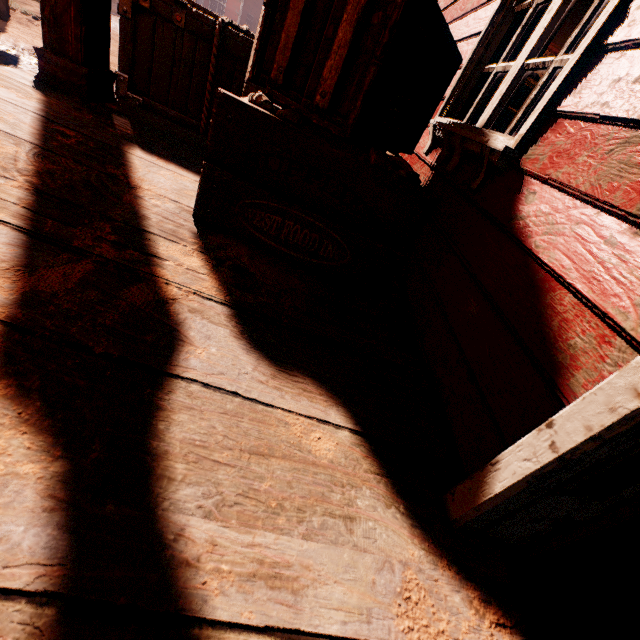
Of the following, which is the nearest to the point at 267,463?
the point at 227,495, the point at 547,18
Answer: the point at 227,495

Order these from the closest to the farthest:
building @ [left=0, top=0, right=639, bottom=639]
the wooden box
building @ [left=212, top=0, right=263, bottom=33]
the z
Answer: building @ [left=0, top=0, right=639, bottom=639] → the wooden box → the z → building @ [left=212, top=0, right=263, bottom=33]

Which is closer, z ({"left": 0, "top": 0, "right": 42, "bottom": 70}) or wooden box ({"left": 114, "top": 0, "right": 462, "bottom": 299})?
wooden box ({"left": 114, "top": 0, "right": 462, "bottom": 299})

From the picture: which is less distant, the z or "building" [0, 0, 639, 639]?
"building" [0, 0, 639, 639]

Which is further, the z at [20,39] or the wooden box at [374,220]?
the z at [20,39]

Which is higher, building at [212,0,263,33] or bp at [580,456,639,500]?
building at [212,0,263,33]

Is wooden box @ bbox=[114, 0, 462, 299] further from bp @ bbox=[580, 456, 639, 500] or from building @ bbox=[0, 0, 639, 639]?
bp @ bbox=[580, 456, 639, 500]

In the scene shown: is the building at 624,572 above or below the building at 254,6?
below
